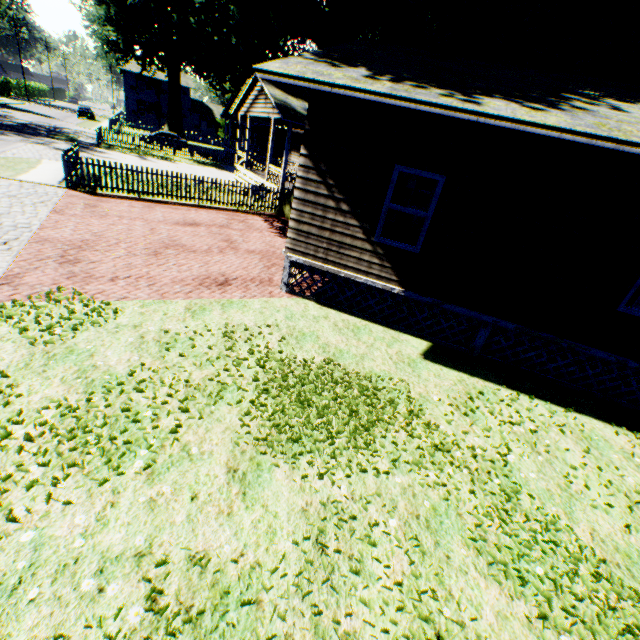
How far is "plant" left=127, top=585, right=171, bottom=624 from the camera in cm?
250

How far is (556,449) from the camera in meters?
5.3

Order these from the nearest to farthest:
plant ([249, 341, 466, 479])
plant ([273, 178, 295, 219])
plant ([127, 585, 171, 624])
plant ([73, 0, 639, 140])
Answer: plant ([127, 585, 171, 624])
plant ([249, 341, 466, 479])
plant ([73, 0, 639, 140])
plant ([273, 178, 295, 219])

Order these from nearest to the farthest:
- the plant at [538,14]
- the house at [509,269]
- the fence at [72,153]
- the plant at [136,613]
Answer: the plant at [136,613], the house at [509,269], the plant at [538,14], the fence at [72,153]

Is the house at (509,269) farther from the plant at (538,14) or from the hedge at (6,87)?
the hedge at (6,87)

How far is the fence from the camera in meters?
12.9

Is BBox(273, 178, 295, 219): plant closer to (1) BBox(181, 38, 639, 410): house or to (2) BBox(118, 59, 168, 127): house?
(1) BBox(181, 38, 639, 410): house
